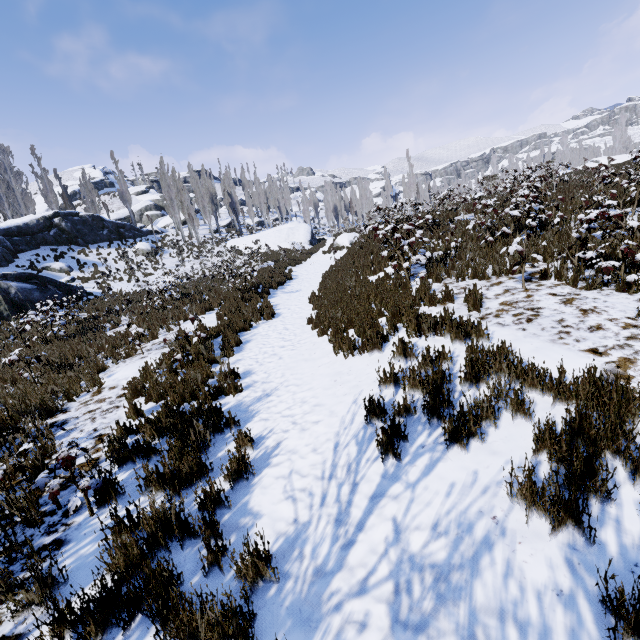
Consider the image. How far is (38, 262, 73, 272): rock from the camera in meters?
23.8 m

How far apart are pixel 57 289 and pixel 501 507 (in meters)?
24.11

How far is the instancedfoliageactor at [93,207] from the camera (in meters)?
39.91

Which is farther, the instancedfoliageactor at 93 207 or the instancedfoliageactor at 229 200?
the instancedfoliageactor at 229 200

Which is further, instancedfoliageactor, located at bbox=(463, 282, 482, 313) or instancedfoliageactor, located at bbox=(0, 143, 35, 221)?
instancedfoliageactor, located at bbox=(0, 143, 35, 221)

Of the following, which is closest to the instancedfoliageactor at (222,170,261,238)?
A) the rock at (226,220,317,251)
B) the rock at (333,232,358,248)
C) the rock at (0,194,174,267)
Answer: the rock at (226,220,317,251)

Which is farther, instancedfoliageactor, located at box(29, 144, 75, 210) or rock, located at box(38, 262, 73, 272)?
instancedfoliageactor, located at box(29, 144, 75, 210)
